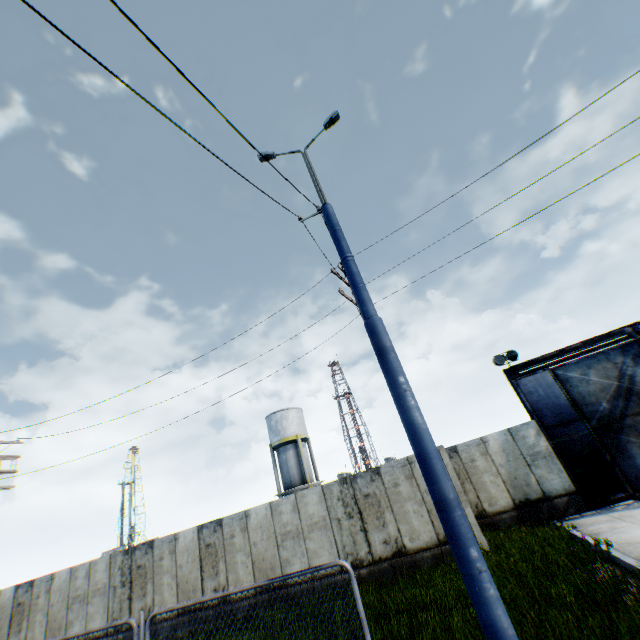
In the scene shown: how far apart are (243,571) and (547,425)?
14.17m

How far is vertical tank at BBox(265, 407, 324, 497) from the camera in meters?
31.0

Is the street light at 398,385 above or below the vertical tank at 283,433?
below

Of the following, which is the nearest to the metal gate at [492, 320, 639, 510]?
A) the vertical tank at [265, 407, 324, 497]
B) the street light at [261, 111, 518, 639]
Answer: the street light at [261, 111, 518, 639]

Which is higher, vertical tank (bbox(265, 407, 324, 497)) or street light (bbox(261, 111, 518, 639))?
vertical tank (bbox(265, 407, 324, 497))

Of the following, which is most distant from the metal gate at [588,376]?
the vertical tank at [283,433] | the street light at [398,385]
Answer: the vertical tank at [283,433]

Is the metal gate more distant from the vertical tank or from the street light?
the vertical tank

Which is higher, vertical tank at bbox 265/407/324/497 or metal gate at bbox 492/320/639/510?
vertical tank at bbox 265/407/324/497
